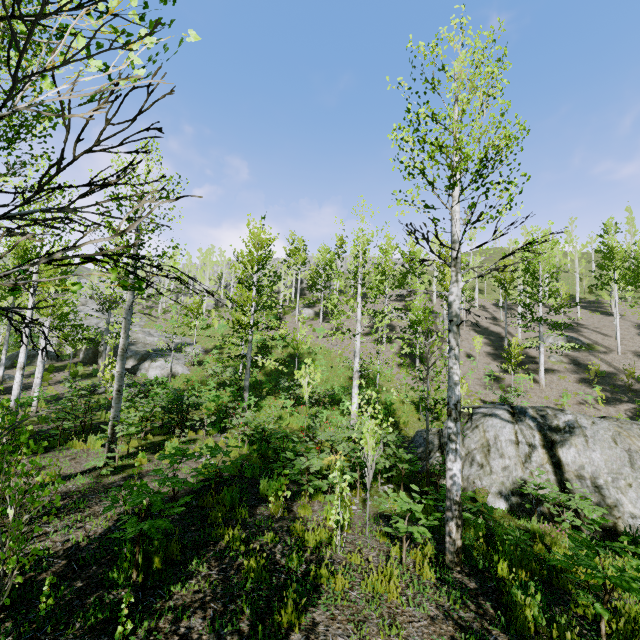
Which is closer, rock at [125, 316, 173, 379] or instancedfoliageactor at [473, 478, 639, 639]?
instancedfoliageactor at [473, 478, 639, 639]

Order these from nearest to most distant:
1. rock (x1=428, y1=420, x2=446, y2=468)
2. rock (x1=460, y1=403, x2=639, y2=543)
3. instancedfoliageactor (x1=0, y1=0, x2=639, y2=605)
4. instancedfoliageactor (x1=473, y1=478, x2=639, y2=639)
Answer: instancedfoliageactor (x1=0, y1=0, x2=639, y2=605), instancedfoliageactor (x1=473, y1=478, x2=639, y2=639), rock (x1=460, y1=403, x2=639, y2=543), rock (x1=428, y1=420, x2=446, y2=468)

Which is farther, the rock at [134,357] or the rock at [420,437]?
the rock at [134,357]

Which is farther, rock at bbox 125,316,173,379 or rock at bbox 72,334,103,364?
rock at bbox 72,334,103,364

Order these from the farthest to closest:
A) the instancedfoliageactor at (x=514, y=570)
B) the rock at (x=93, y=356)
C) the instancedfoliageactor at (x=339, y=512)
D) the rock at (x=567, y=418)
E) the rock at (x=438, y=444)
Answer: the rock at (x=93, y=356) < the rock at (x=438, y=444) < the rock at (x=567, y=418) < the instancedfoliageactor at (x=514, y=570) < the instancedfoliageactor at (x=339, y=512)

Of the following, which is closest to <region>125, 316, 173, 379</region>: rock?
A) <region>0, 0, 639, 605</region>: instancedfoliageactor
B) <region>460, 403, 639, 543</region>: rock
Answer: <region>0, 0, 639, 605</region>: instancedfoliageactor

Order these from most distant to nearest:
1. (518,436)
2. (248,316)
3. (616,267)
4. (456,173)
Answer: (616,267) → (248,316) → (518,436) → (456,173)

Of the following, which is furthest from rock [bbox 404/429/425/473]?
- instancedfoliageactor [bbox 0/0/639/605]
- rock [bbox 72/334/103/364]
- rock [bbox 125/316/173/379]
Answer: rock [bbox 72/334/103/364]
